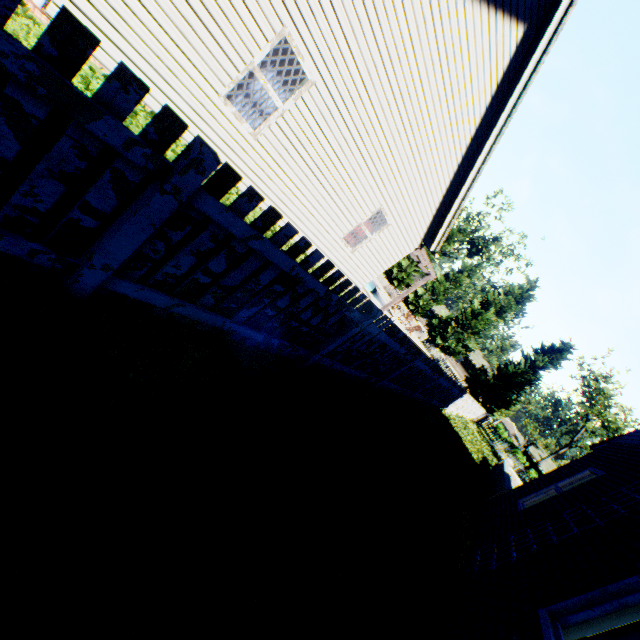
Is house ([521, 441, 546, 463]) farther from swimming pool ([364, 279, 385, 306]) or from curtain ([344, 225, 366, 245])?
curtain ([344, 225, 366, 245])

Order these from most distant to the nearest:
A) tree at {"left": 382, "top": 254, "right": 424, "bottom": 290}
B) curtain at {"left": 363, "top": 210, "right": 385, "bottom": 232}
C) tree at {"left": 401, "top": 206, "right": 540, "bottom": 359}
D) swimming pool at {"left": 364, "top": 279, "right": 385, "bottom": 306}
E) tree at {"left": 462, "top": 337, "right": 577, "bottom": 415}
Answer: tree at {"left": 382, "top": 254, "right": 424, "bottom": 290} → tree at {"left": 401, "top": 206, "right": 540, "bottom": 359} → tree at {"left": 462, "top": 337, "right": 577, "bottom": 415} → swimming pool at {"left": 364, "top": 279, "right": 385, "bottom": 306} → curtain at {"left": 363, "top": 210, "right": 385, "bottom": 232}

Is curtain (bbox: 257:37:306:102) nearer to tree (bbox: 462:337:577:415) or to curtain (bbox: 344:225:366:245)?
curtain (bbox: 344:225:366:245)

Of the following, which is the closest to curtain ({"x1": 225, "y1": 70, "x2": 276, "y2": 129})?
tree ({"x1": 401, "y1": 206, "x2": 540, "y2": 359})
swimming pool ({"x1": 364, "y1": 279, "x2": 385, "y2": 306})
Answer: swimming pool ({"x1": 364, "y1": 279, "x2": 385, "y2": 306})

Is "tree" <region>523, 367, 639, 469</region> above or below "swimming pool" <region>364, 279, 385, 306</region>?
above

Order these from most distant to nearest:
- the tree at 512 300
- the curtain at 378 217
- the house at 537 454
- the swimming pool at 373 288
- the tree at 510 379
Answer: the house at 537 454 → the tree at 512 300 → the tree at 510 379 → the swimming pool at 373 288 → the curtain at 378 217

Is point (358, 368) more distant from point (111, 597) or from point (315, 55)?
point (315, 55)

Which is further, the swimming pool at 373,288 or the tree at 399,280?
the tree at 399,280
